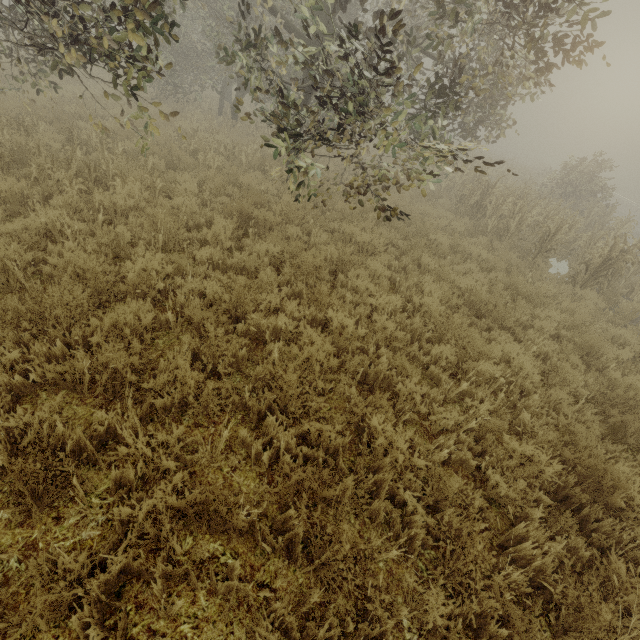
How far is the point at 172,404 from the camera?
3.41m
